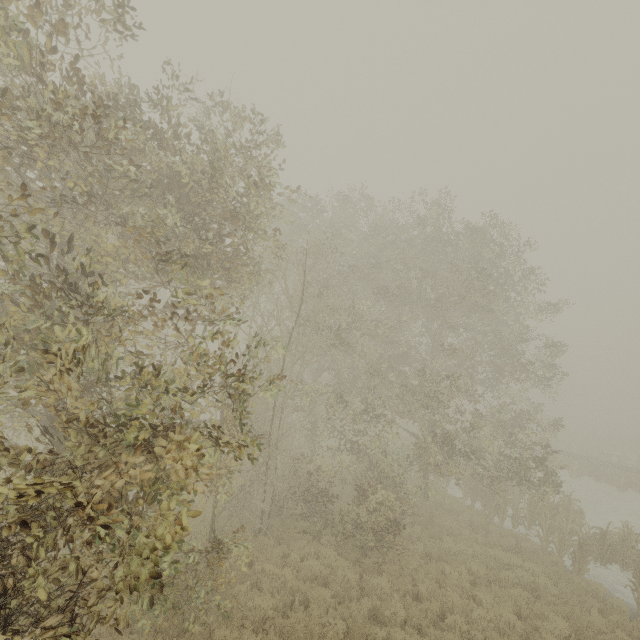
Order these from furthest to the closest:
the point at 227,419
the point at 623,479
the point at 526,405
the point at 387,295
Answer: the point at 623,479 → the point at 526,405 → the point at 387,295 → the point at 227,419
